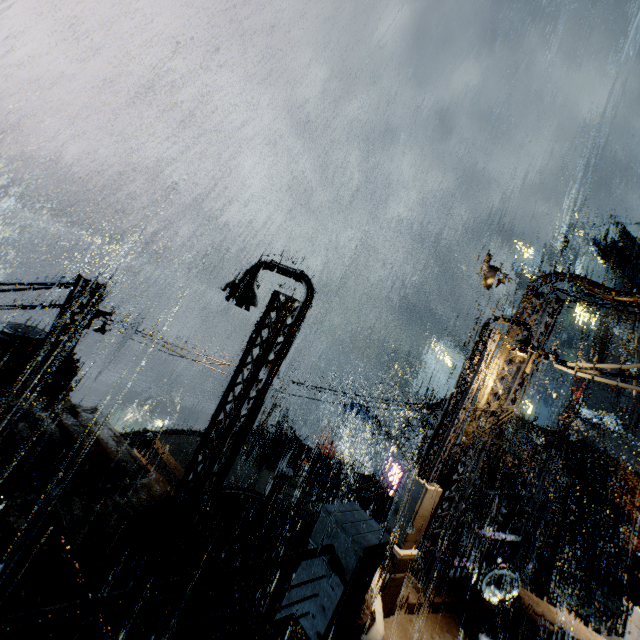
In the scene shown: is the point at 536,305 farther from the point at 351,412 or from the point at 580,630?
the point at 351,412

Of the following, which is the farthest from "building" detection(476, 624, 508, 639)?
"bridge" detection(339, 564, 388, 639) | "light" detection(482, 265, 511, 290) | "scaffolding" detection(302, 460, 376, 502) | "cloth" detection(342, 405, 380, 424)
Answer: "cloth" detection(342, 405, 380, 424)

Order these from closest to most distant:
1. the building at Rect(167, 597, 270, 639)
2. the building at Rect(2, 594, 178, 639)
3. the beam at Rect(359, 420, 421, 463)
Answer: the building at Rect(2, 594, 178, 639) → the building at Rect(167, 597, 270, 639) → the beam at Rect(359, 420, 421, 463)

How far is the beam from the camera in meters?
29.6 m

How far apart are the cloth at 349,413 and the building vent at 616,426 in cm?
2894

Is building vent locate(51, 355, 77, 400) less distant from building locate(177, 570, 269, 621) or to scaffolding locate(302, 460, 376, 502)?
building locate(177, 570, 269, 621)

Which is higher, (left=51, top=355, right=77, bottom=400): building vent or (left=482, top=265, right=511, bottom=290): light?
(left=482, top=265, right=511, bottom=290): light

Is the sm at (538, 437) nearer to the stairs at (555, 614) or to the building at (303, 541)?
the building at (303, 541)
